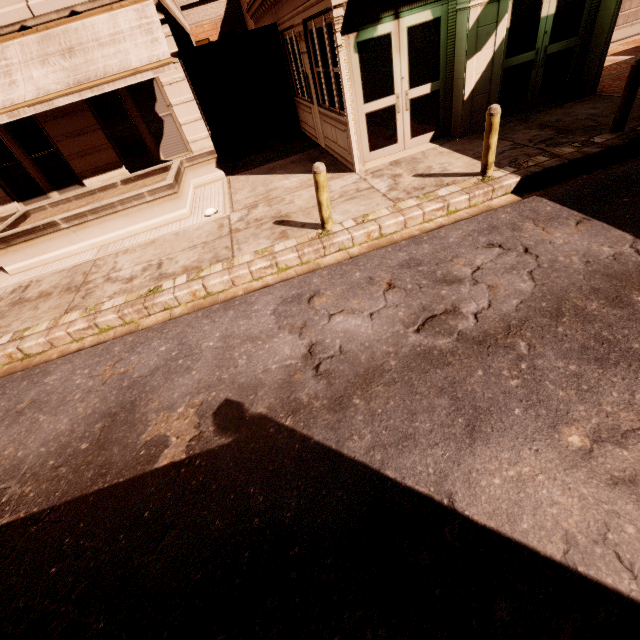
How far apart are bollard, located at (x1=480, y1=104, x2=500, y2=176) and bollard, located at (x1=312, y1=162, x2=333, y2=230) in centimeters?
317cm

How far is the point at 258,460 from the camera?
3.32m

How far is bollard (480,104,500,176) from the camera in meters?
5.9 m

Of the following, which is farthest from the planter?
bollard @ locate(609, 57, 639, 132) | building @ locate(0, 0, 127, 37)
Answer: bollard @ locate(609, 57, 639, 132)

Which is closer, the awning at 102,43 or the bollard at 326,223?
the bollard at 326,223

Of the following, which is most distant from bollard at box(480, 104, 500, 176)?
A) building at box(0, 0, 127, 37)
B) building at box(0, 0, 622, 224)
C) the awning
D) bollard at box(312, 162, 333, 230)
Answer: building at box(0, 0, 127, 37)

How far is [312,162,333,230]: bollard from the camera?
5.7 meters

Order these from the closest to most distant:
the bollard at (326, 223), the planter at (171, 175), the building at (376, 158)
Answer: the bollard at (326, 223) < the building at (376, 158) < the planter at (171, 175)
